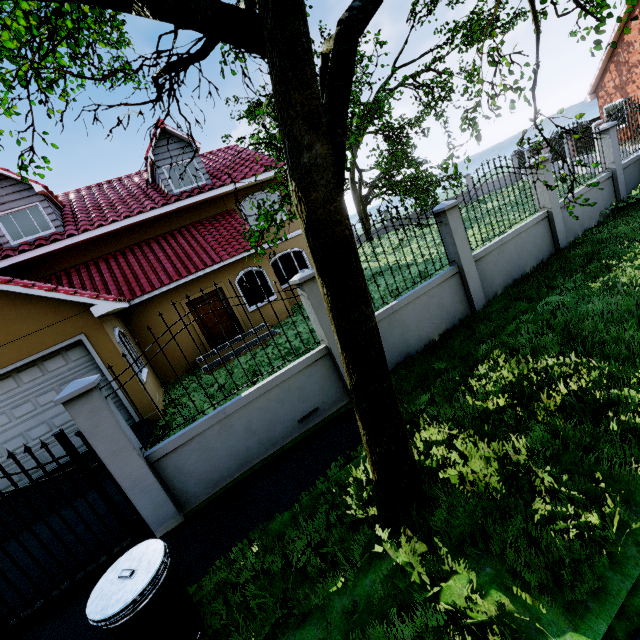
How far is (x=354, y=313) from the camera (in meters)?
2.89

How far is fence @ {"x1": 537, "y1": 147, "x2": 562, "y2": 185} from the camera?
8.2m

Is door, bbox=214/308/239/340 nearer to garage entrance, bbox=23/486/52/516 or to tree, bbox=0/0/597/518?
garage entrance, bbox=23/486/52/516

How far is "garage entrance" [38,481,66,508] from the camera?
6.6 meters

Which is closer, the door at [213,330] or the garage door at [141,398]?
the garage door at [141,398]

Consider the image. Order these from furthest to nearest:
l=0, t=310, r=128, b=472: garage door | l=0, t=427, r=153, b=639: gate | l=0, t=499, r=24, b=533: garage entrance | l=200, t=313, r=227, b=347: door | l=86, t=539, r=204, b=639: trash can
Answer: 1. l=200, t=313, r=227, b=347: door
2. l=0, t=310, r=128, b=472: garage door
3. l=0, t=499, r=24, b=533: garage entrance
4. l=0, t=427, r=153, b=639: gate
5. l=86, t=539, r=204, b=639: trash can

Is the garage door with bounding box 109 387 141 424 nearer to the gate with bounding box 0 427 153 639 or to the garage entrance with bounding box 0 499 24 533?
the garage entrance with bounding box 0 499 24 533

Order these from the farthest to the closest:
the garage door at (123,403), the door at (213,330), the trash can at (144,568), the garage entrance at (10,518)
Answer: the door at (213,330), the garage door at (123,403), the garage entrance at (10,518), the trash can at (144,568)
